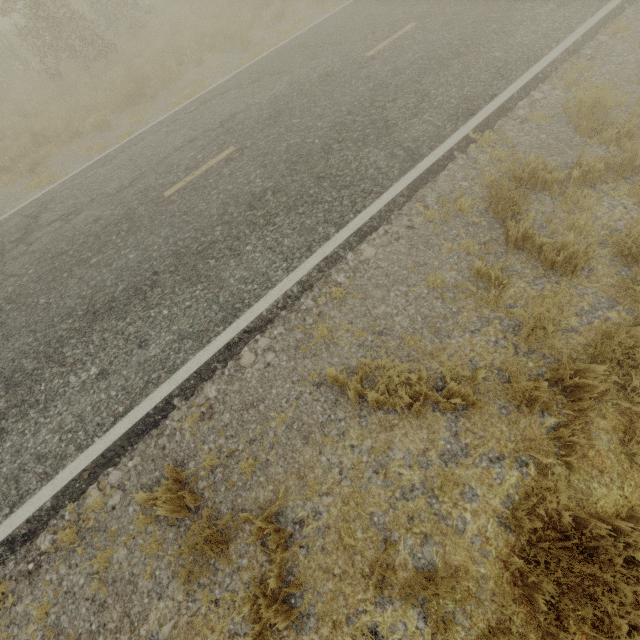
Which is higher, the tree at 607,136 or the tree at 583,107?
the tree at 583,107

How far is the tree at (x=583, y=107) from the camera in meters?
4.6

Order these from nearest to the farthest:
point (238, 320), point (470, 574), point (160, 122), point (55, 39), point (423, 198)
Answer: point (470, 574)
point (238, 320)
point (423, 198)
point (160, 122)
point (55, 39)

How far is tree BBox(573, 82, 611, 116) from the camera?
4.6m

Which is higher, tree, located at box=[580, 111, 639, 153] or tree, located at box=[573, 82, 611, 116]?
tree, located at box=[573, 82, 611, 116]
